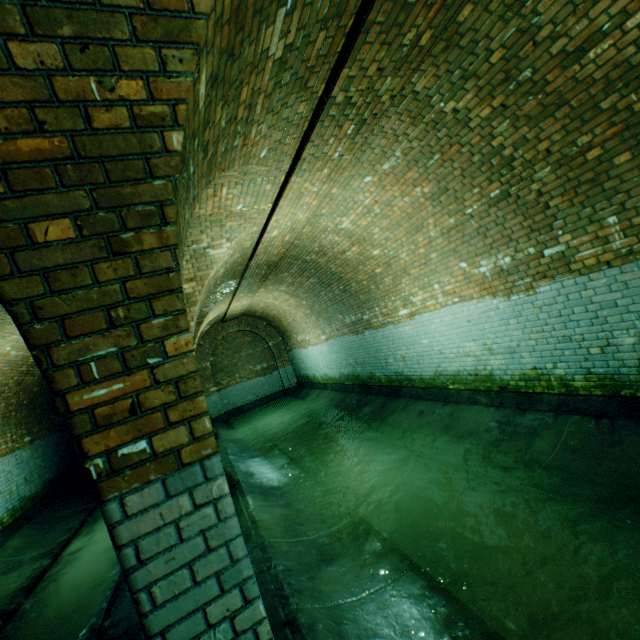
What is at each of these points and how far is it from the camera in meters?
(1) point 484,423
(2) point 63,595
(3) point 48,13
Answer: (1) building tunnel, 5.4
(2) building tunnel, 5.1
(3) support arch, 1.1

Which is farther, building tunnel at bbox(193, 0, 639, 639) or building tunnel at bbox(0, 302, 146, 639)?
building tunnel at bbox(0, 302, 146, 639)

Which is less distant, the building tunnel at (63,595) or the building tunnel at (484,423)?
the building tunnel at (484,423)

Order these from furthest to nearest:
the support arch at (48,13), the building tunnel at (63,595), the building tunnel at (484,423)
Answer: the building tunnel at (63,595)
the building tunnel at (484,423)
the support arch at (48,13)

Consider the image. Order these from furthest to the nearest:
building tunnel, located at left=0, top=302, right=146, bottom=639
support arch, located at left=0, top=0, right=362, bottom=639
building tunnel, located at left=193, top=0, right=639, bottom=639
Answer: building tunnel, located at left=0, top=302, right=146, bottom=639
building tunnel, located at left=193, top=0, right=639, bottom=639
support arch, located at left=0, top=0, right=362, bottom=639

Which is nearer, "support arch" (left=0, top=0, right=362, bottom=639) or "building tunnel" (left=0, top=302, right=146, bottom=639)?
"support arch" (left=0, top=0, right=362, bottom=639)
